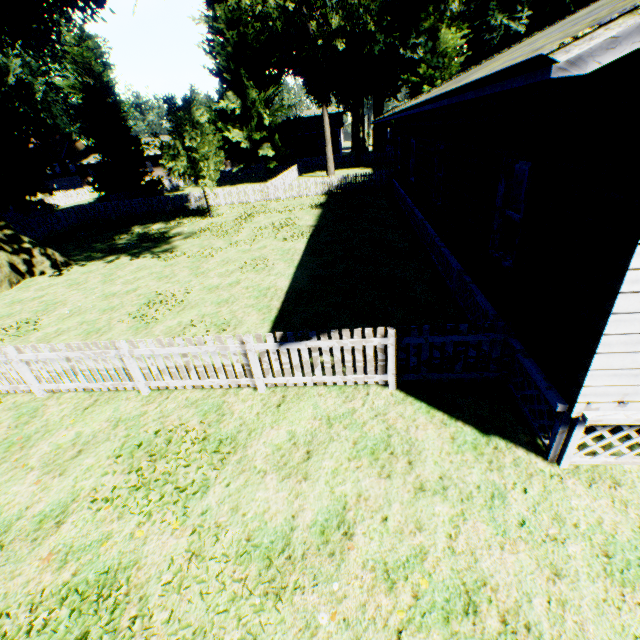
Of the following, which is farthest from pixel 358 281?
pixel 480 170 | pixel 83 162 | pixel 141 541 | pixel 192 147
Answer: pixel 83 162

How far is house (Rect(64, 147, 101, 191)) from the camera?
50.0 meters

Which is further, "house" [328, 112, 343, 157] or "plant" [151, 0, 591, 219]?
"house" [328, 112, 343, 157]

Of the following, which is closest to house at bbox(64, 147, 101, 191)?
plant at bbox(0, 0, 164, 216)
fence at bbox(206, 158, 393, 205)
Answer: fence at bbox(206, 158, 393, 205)

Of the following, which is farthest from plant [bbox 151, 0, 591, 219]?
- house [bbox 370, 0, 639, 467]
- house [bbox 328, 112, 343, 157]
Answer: house [bbox 328, 112, 343, 157]

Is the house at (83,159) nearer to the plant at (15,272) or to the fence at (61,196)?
the fence at (61,196)

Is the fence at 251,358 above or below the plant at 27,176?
below
